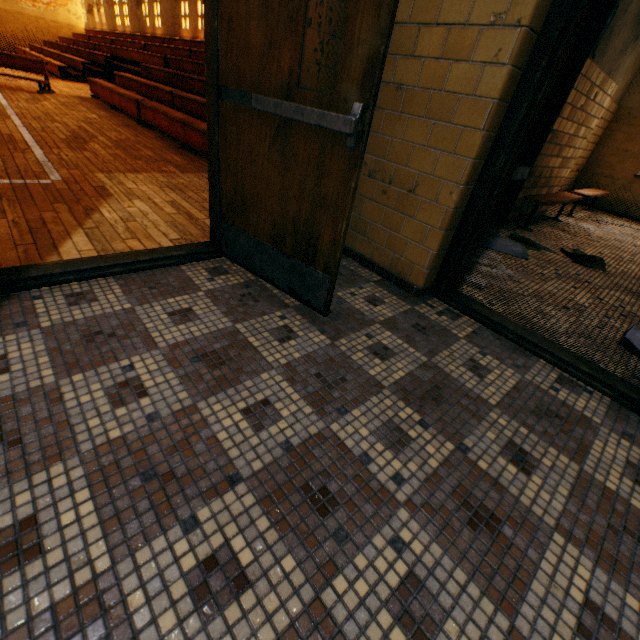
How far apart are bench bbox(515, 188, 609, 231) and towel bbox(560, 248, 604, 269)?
1.8 meters

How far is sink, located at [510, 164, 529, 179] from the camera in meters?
3.5

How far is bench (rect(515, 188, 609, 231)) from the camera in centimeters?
457cm

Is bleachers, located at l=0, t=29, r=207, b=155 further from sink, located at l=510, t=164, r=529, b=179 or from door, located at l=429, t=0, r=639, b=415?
door, located at l=429, t=0, r=639, b=415

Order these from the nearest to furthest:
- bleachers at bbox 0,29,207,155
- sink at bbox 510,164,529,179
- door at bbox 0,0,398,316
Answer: door at bbox 0,0,398,316, sink at bbox 510,164,529,179, bleachers at bbox 0,29,207,155

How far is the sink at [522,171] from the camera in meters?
3.5

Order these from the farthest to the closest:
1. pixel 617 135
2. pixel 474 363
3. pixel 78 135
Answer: pixel 617 135 → pixel 78 135 → pixel 474 363

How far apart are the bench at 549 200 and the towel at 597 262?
1.80m
